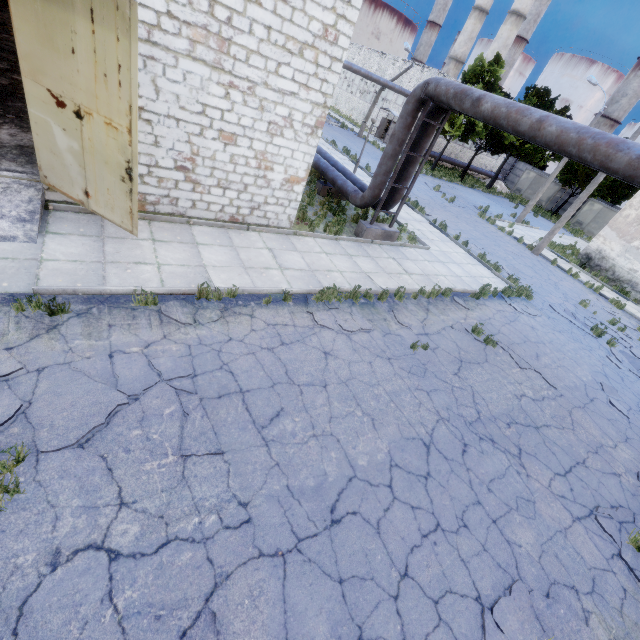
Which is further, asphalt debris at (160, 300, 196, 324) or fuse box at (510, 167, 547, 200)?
fuse box at (510, 167, 547, 200)

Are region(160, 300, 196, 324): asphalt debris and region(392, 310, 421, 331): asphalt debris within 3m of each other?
no

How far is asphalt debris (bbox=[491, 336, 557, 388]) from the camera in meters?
9.2

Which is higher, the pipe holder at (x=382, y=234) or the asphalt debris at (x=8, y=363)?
the pipe holder at (x=382, y=234)

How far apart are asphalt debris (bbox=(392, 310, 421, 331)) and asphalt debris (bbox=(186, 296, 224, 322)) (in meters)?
4.60

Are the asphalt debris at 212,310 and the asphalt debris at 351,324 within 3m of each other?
yes

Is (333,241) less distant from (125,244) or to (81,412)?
(125,244)

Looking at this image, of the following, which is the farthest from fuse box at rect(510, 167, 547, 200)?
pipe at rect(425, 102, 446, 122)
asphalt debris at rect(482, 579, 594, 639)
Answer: asphalt debris at rect(482, 579, 594, 639)
